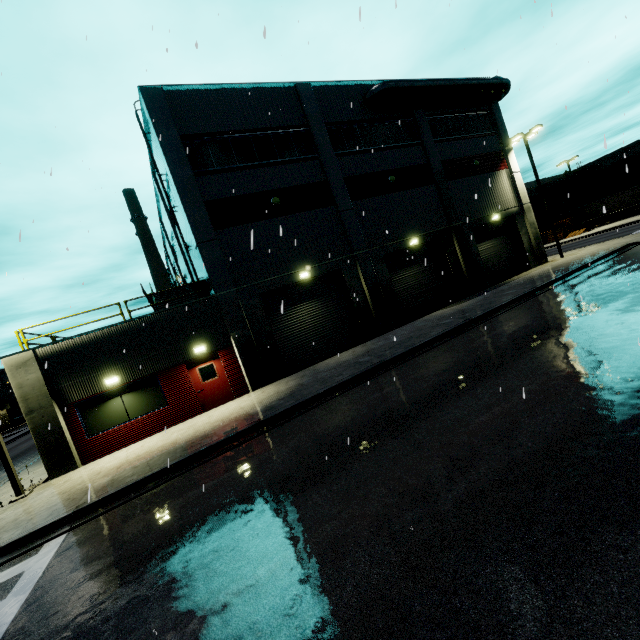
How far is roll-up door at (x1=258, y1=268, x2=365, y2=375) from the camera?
16.6m

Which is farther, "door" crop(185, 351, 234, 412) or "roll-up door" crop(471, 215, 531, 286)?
"roll-up door" crop(471, 215, 531, 286)

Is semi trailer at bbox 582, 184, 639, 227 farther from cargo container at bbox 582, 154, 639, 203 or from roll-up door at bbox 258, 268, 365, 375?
roll-up door at bbox 258, 268, 365, 375

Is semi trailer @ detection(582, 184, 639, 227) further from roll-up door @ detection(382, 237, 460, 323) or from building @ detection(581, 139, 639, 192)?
roll-up door @ detection(382, 237, 460, 323)

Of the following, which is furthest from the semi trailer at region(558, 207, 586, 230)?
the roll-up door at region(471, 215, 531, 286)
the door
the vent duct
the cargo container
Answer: the door

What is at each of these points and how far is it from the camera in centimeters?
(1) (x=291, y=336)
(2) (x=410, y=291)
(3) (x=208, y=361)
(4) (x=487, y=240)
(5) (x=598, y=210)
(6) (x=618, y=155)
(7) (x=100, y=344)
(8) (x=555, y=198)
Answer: (1) roll-up door, 1684cm
(2) roll-up door, 2027cm
(3) door, 1489cm
(4) roll-up door, 2356cm
(5) semi trailer, 4772cm
(6) building, 5519cm
(7) building, 1320cm
(8) building, 5938cm

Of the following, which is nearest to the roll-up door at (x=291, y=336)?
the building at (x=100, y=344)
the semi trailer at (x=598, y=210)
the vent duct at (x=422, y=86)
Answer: the building at (x=100, y=344)

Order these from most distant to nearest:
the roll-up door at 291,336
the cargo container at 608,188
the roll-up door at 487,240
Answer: the cargo container at 608,188 → the roll-up door at 487,240 → the roll-up door at 291,336
